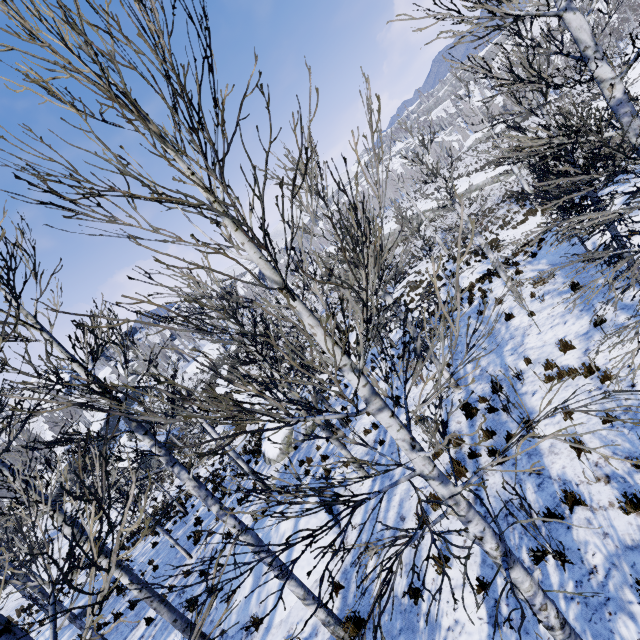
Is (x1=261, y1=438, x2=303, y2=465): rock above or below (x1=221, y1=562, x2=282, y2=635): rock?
below

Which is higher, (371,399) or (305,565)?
(371,399)

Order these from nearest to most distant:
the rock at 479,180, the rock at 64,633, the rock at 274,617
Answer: the rock at 274,617 < the rock at 64,633 < the rock at 479,180

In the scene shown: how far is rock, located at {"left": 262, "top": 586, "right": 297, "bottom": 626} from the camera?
7.28m

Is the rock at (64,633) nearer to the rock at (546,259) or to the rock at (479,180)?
the rock at (546,259)

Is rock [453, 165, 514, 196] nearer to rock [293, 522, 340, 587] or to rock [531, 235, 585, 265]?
rock [531, 235, 585, 265]

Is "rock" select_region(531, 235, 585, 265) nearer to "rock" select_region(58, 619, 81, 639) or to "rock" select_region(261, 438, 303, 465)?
"rock" select_region(261, 438, 303, 465)
